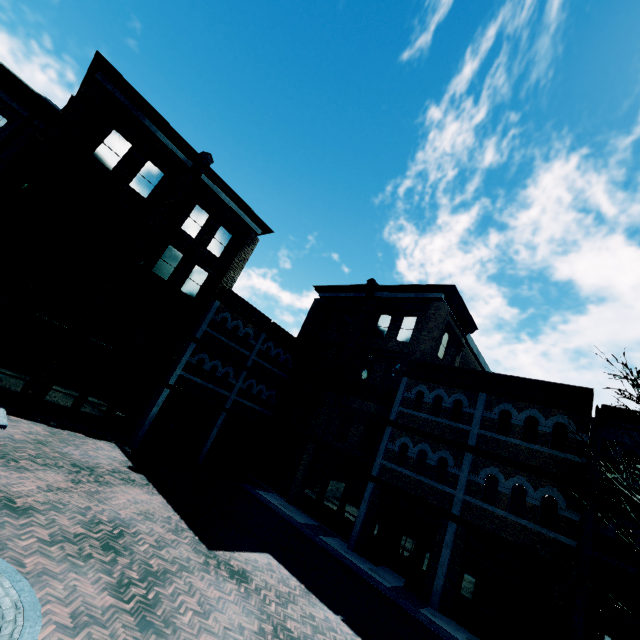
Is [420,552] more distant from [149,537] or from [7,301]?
[7,301]

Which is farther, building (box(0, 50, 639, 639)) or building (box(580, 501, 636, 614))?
building (box(0, 50, 639, 639))

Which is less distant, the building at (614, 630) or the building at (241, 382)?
the building at (614, 630)

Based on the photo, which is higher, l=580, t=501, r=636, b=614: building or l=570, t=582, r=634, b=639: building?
l=580, t=501, r=636, b=614: building
